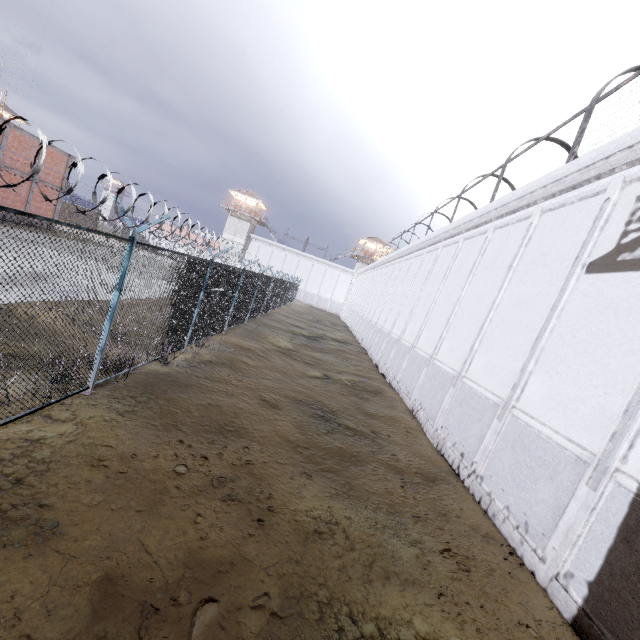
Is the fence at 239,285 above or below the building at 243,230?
below

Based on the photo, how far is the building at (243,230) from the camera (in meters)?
55.53

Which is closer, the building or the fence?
the fence

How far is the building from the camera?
55.5 meters

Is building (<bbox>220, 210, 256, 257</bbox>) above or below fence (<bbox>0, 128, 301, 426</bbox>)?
above

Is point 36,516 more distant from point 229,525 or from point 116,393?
point 116,393
